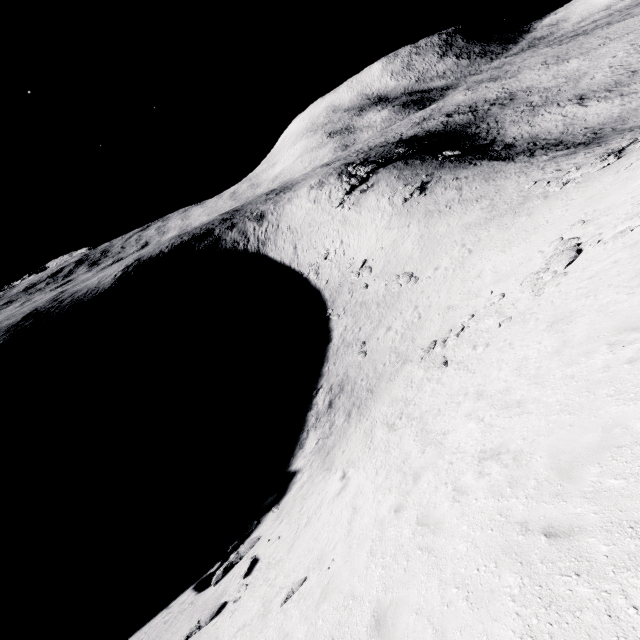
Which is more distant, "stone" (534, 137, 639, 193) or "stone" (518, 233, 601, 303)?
"stone" (534, 137, 639, 193)

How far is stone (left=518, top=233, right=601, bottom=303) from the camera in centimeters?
1420cm

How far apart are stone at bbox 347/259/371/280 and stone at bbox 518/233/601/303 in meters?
26.9 m

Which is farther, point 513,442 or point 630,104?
point 630,104

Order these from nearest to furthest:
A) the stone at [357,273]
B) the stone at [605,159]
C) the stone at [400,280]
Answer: the stone at [605,159] < the stone at [400,280] < the stone at [357,273]

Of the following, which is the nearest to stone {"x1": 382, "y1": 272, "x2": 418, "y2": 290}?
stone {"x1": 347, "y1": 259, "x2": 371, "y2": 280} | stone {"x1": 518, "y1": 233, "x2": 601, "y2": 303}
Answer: stone {"x1": 347, "y1": 259, "x2": 371, "y2": 280}

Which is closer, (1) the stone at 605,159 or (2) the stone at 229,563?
(2) the stone at 229,563

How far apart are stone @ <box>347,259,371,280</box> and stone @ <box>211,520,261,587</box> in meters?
32.9 m
